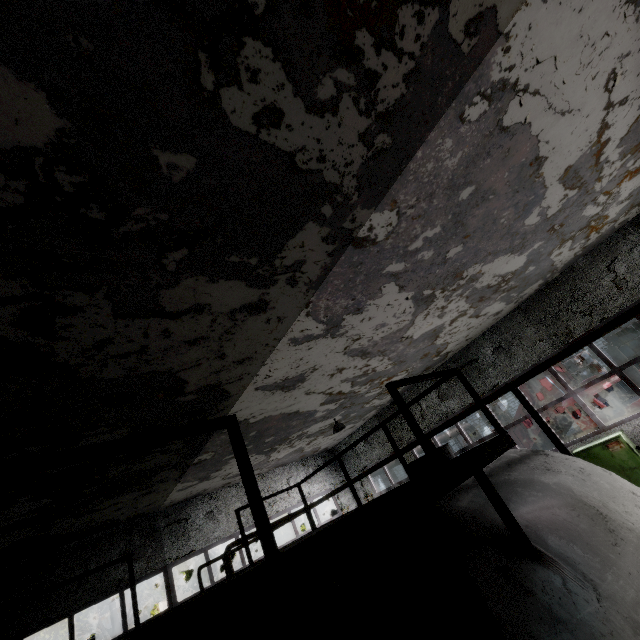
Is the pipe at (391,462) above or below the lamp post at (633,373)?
above

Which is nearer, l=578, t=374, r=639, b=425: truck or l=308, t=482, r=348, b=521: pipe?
l=308, t=482, r=348, b=521: pipe

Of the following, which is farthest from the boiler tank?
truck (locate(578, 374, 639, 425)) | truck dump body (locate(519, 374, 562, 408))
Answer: truck dump body (locate(519, 374, 562, 408))

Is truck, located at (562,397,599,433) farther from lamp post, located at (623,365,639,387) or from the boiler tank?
the boiler tank

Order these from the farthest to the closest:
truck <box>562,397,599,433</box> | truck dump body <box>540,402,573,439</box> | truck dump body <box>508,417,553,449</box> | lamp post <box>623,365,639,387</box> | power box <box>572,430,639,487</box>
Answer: truck dump body <box>508,417,553,449</box>, truck dump body <box>540,402,573,439</box>, truck <box>562,397,599,433</box>, lamp post <box>623,365,639,387</box>, power box <box>572,430,639,487</box>

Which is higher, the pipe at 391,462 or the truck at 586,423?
the pipe at 391,462

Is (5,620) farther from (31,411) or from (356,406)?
(356,406)

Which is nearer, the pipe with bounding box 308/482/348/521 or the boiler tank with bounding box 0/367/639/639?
the boiler tank with bounding box 0/367/639/639
